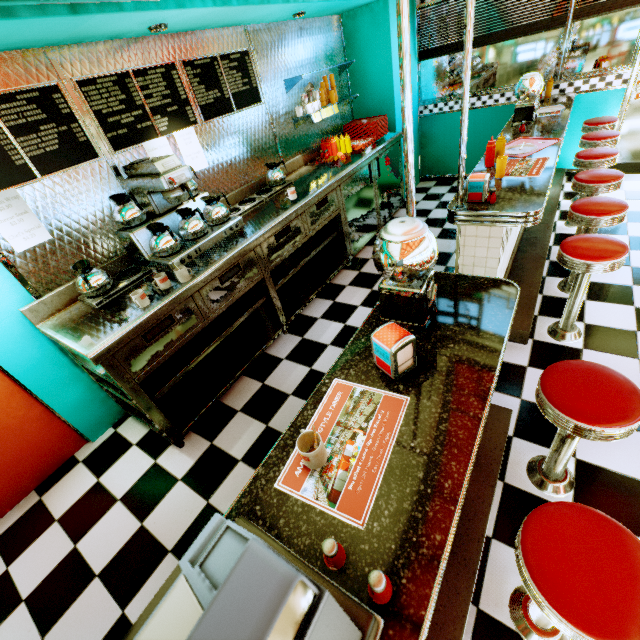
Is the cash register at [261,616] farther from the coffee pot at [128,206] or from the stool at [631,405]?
the coffee pot at [128,206]

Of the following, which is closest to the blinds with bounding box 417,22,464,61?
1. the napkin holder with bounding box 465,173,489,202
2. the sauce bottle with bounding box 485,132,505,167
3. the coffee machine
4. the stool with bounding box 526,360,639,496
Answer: the sauce bottle with bounding box 485,132,505,167

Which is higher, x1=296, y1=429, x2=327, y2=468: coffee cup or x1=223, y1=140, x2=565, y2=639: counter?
x1=296, y1=429, x2=327, y2=468: coffee cup

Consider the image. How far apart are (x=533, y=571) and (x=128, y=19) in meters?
3.4

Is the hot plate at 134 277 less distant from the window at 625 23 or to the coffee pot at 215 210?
the coffee pot at 215 210

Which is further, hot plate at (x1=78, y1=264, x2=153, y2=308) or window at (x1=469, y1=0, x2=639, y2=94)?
window at (x1=469, y1=0, x2=639, y2=94)

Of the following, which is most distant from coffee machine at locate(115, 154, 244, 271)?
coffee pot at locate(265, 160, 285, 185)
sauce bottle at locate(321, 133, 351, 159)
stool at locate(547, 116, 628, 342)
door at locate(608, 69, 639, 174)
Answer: door at locate(608, 69, 639, 174)

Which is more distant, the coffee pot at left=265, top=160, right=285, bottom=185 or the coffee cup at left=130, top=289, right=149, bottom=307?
the coffee pot at left=265, top=160, right=285, bottom=185
